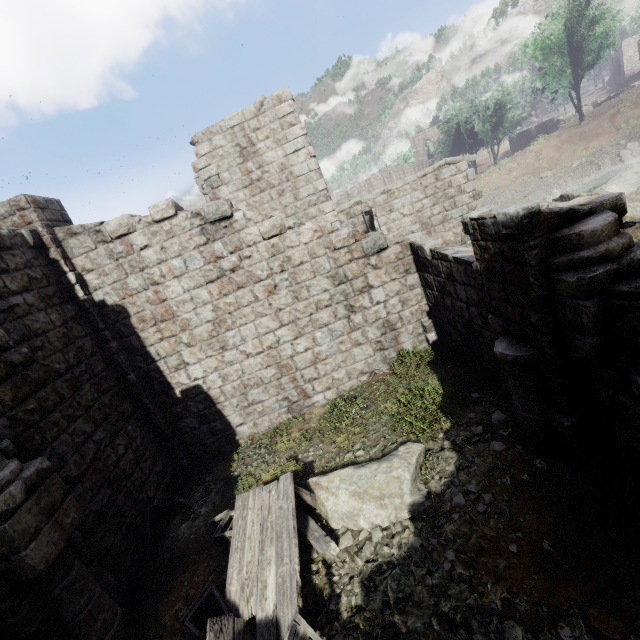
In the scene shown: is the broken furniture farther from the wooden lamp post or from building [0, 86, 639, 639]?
the wooden lamp post

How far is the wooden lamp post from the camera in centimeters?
1157cm

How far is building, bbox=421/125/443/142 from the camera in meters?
58.6 m

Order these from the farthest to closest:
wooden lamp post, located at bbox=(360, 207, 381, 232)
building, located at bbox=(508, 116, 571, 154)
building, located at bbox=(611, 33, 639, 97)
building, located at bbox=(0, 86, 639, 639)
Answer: building, located at bbox=(611, 33, 639, 97), building, located at bbox=(508, 116, 571, 154), wooden lamp post, located at bbox=(360, 207, 381, 232), building, located at bbox=(0, 86, 639, 639)

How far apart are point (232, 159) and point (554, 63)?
42.46m

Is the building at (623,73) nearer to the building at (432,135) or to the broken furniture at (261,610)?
the building at (432,135)

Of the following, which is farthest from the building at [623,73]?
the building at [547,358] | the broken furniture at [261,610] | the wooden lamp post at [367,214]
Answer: the broken furniture at [261,610]
